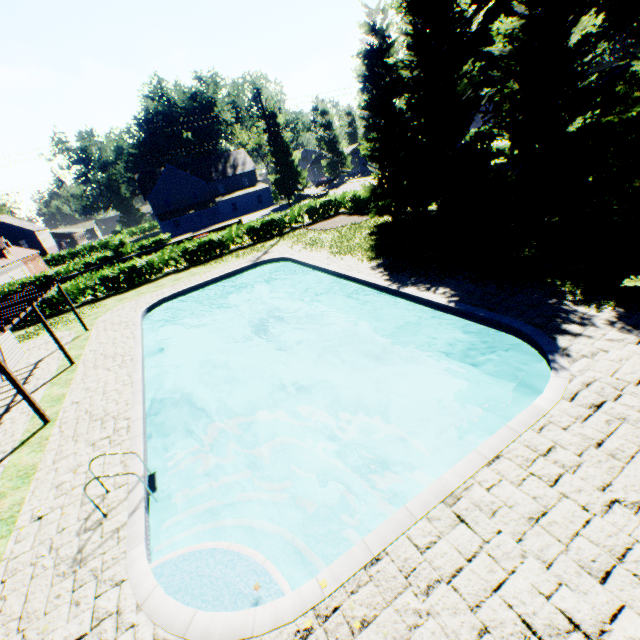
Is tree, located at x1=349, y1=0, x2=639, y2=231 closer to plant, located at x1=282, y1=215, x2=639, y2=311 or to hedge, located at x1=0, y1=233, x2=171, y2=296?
hedge, located at x1=0, y1=233, x2=171, y2=296

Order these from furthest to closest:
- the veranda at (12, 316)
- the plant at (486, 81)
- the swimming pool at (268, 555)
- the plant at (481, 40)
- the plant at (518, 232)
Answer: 1. the plant at (486, 81)
2. the plant at (481, 40)
3. the veranda at (12, 316)
4. the plant at (518, 232)
5. the swimming pool at (268, 555)

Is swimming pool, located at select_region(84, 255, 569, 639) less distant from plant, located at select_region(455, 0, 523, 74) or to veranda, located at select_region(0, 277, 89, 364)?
veranda, located at select_region(0, 277, 89, 364)

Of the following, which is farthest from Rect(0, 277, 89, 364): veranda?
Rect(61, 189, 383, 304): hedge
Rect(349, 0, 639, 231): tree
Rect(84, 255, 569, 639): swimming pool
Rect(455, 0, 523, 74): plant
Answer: Rect(349, 0, 639, 231): tree

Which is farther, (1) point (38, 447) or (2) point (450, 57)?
(2) point (450, 57)

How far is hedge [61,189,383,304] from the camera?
25.3m

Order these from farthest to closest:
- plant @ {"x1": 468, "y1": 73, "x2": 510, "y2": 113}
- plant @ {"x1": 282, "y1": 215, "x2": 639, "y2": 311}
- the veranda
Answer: plant @ {"x1": 468, "y1": 73, "x2": 510, "y2": 113} → the veranda → plant @ {"x1": 282, "y1": 215, "x2": 639, "y2": 311}

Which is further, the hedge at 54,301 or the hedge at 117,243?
the hedge at 117,243
